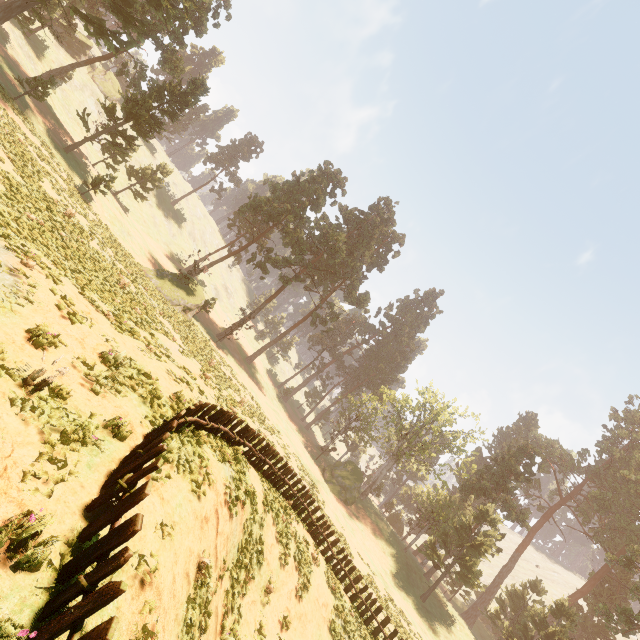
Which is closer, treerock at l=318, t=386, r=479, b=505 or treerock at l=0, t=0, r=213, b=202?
treerock at l=0, t=0, r=213, b=202

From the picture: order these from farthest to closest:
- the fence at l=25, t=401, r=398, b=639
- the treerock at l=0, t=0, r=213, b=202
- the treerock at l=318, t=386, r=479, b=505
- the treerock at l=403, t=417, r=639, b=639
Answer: the treerock at l=318, t=386, r=479, b=505, the treerock at l=403, t=417, r=639, b=639, the treerock at l=0, t=0, r=213, b=202, the fence at l=25, t=401, r=398, b=639

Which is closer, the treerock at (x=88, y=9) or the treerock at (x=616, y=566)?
the treerock at (x=88, y=9)

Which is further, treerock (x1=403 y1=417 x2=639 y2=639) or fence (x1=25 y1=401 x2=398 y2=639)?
treerock (x1=403 y1=417 x2=639 y2=639)

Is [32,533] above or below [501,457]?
below

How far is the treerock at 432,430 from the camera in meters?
46.9
